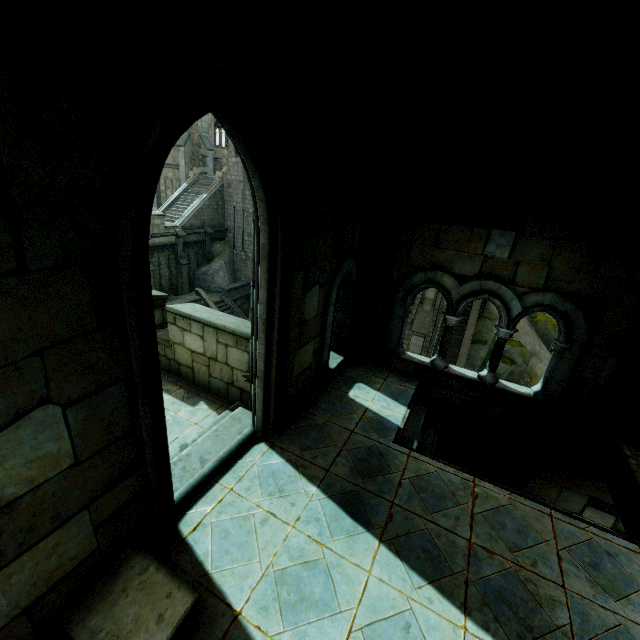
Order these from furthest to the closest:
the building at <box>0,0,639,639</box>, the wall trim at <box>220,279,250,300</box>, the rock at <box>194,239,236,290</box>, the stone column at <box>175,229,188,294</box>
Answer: the rock at <box>194,239,236,290</box> → the wall trim at <box>220,279,250,300</box> → the stone column at <box>175,229,188,294</box> → the building at <box>0,0,639,639</box>

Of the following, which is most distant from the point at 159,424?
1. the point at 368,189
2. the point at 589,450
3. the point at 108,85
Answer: the point at 589,450

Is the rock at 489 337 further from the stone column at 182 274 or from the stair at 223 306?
the stone column at 182 274

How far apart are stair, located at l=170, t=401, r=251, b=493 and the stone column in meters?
20.7

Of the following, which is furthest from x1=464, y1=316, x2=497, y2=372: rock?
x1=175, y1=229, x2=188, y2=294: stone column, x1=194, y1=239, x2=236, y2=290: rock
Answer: x1=175, y1=229, x2=188, y2=294: stone column

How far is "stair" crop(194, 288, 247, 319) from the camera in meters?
22.7

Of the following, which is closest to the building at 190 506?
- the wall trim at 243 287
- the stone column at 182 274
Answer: the wall trim at 243 287

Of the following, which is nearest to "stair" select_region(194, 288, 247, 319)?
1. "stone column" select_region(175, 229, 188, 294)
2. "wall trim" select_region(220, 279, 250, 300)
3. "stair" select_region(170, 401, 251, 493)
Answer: "wall trim" select_region(220, 279, 250, 300)
